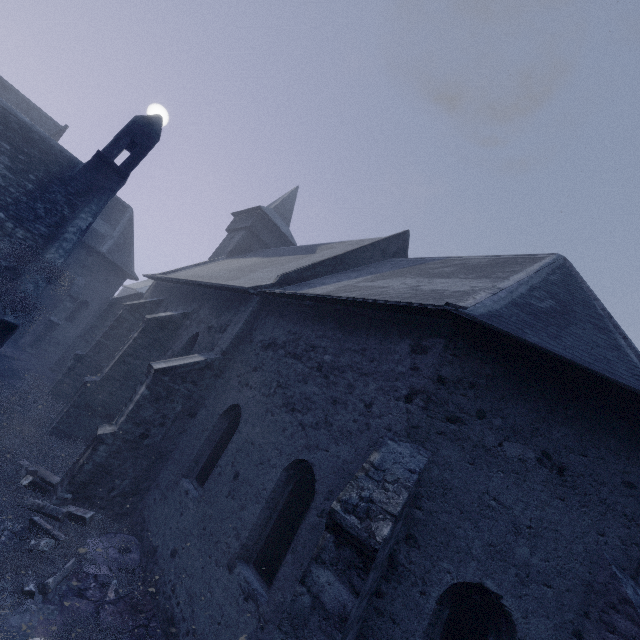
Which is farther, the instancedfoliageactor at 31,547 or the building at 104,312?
the instancedfoliageactor at 31,547

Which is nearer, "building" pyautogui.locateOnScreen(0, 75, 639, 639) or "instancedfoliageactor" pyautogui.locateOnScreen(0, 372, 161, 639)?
"building" pyautogui.locateOnScreen(0, 75, 639, 639)

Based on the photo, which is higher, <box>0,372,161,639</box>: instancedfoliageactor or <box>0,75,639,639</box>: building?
<box>0,75,639,639</box>: building

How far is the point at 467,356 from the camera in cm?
522

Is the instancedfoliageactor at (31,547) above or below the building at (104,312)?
below
